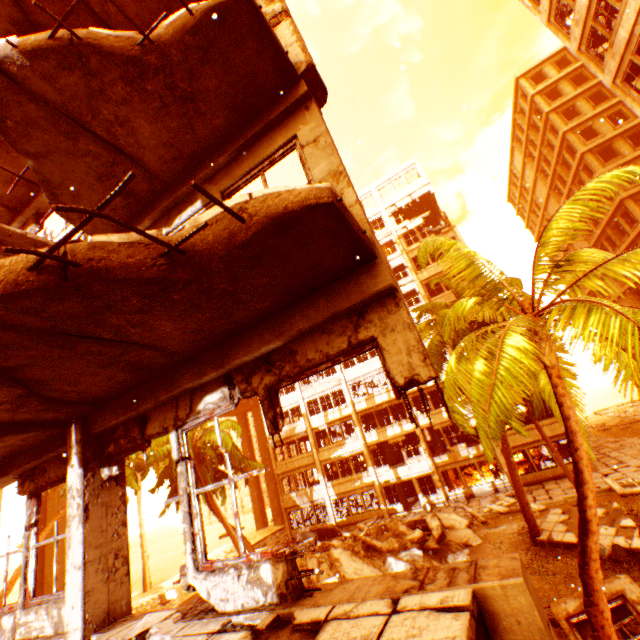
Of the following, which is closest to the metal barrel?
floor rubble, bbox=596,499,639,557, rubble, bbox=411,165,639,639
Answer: floor rubble, bbox=596,499,639,557

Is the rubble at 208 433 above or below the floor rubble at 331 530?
above

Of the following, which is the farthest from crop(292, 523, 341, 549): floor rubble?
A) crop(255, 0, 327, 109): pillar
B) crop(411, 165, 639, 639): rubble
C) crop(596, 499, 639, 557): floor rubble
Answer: crop(255, 0, 327, 109): pillar

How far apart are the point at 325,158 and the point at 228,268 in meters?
2.2 m

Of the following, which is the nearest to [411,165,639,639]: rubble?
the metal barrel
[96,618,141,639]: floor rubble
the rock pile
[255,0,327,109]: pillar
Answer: the rock pile

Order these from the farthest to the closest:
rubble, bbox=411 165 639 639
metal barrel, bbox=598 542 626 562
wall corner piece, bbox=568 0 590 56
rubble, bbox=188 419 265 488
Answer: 1. rubble, bbox=188 419 265 488
2. wall corner piece, bbox=568 0 590 56
3. metal barrel, bbox=598 542 626 562
4. rubble, bbox=411 165 639 639

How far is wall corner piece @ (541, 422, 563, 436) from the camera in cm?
2248

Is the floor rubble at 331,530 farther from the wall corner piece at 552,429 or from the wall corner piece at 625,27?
the wall corner piece at 625,27
